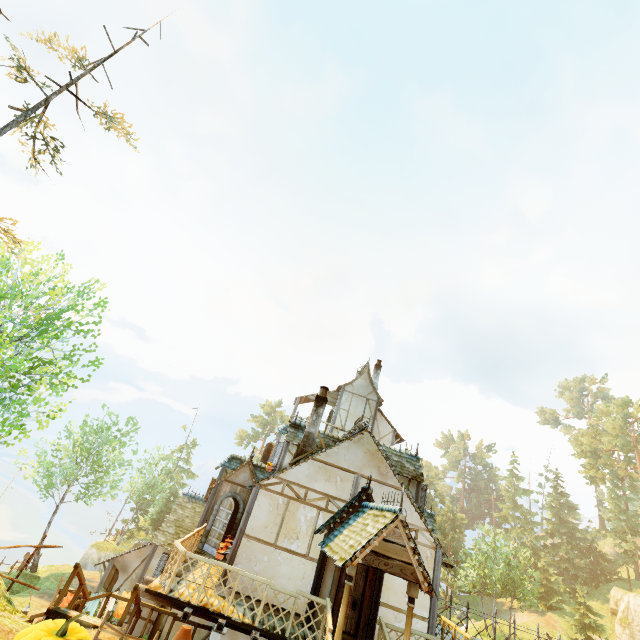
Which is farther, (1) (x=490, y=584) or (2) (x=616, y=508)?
(2) (x=616, y=508)

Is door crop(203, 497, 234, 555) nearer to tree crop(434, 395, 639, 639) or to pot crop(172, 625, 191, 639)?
tree crop(434, 395, 639, 639)

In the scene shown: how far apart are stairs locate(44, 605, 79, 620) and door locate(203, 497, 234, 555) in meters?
6.4 m

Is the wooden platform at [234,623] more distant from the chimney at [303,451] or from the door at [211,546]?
the chimney at [303,451]

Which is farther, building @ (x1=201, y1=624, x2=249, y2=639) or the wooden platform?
building @ (x1=201, y1=624, x2=249, y2=639)

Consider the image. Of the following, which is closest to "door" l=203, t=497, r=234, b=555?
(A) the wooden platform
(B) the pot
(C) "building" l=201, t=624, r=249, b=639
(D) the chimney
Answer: (A) the wooden platform

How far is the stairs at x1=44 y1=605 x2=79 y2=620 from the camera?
7.42m

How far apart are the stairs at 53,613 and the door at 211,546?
6.4 meters
